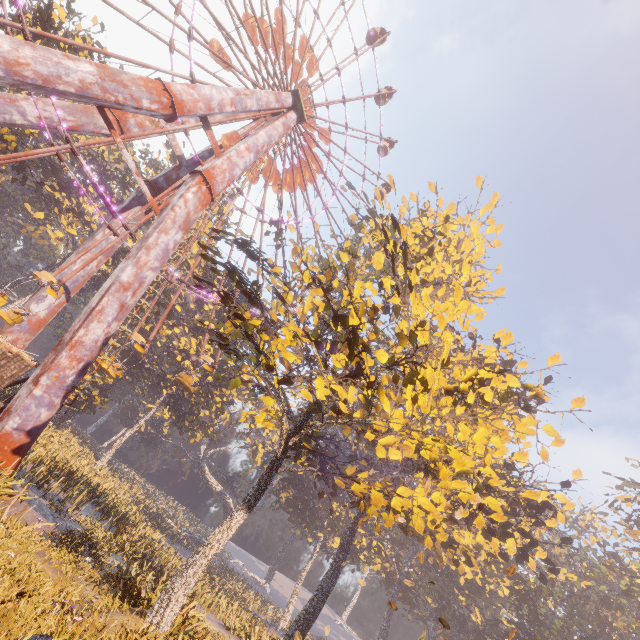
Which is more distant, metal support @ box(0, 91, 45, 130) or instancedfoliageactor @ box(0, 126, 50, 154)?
instancedfoliageactor @ box(0, 126, 50, 154)

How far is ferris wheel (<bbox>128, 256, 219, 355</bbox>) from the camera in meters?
19.4

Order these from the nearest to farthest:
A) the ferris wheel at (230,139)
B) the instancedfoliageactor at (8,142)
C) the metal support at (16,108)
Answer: the metal support at (16,108)
the instancedfoliageactor at (8,142)
the ferris wheel at (230,139)

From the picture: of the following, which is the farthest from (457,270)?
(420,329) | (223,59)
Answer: (223,59)

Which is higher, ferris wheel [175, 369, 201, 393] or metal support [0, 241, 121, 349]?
ferris wheel [175, 369, 201, 393]

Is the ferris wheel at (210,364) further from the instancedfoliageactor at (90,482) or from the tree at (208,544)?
the instancedfoliageactor at (90,482)

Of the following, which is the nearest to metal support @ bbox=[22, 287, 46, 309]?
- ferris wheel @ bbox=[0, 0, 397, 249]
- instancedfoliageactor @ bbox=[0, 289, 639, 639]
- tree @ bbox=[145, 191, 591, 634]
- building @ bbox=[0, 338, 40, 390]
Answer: ferris wheel @ bbox=[0, 0, 397, 249]

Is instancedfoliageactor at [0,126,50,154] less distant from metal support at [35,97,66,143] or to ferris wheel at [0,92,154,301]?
metal support at [35,97,66,143]
